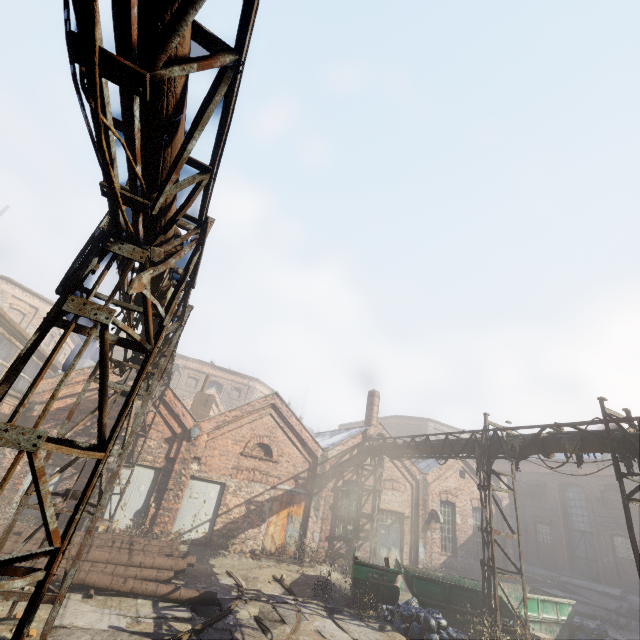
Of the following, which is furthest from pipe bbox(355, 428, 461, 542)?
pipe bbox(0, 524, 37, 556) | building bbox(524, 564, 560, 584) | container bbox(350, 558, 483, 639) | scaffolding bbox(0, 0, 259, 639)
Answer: building bbox(524, 564, 560, 584)

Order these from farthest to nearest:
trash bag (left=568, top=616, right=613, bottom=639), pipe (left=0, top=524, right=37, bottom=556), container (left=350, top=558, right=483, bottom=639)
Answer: trash bag (left=568, top=616, right=613, bottom=639) < container (left=350, top=558, right=483, bottom=639) < pipe (left=0, top=524, right=37, bottom=556)

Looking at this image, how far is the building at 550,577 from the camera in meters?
21.8

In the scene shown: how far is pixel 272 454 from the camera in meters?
16.5 m

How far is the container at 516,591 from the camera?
11.6 meters

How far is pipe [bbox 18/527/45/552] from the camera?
8.53m

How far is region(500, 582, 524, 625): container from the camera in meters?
11.6
